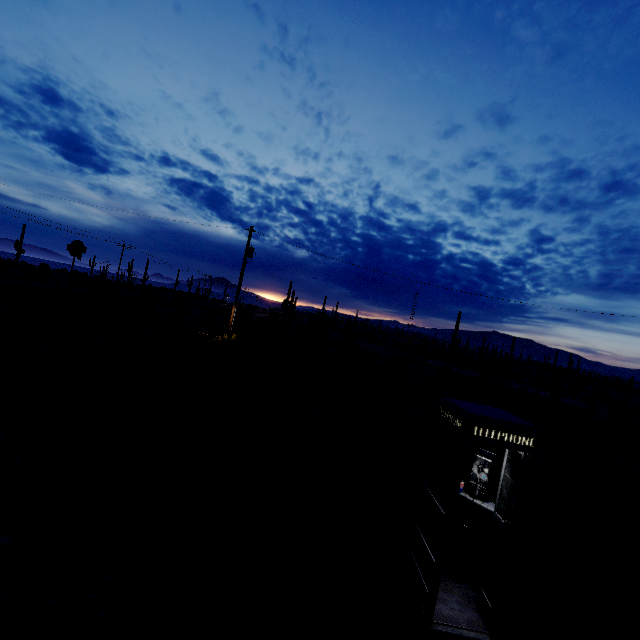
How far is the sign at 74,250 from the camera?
21.8m

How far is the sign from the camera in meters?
21.8 m

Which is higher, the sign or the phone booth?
the sign

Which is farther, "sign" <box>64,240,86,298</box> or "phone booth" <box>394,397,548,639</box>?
"sign" <box>64,240,86,298</box>

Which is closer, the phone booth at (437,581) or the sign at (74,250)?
the phone booth at (437,581)

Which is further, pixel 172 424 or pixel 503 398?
pixel 503 398
